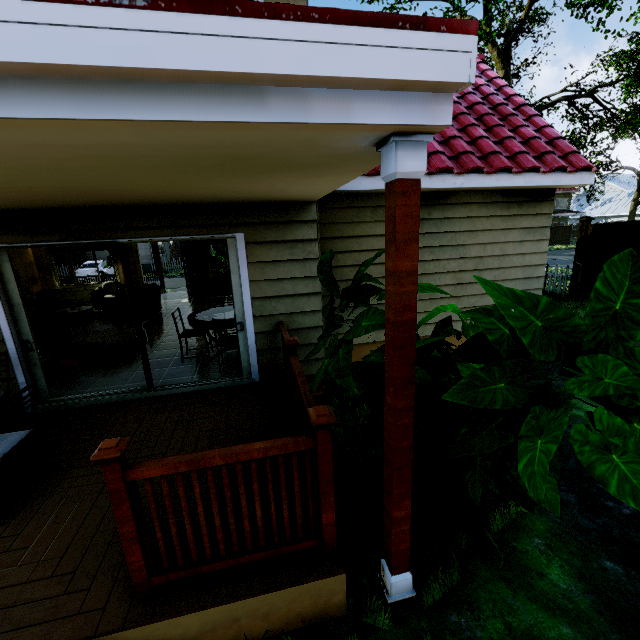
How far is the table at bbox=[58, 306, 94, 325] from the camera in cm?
861

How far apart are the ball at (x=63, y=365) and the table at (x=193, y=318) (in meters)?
1.89

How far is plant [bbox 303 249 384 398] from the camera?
2.13m

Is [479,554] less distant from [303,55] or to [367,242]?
[303,55]

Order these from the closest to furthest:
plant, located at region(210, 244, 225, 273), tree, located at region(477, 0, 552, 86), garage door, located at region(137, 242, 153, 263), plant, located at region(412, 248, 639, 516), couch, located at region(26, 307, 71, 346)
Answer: plant, located at region(412, 248, 639, 516) → couch, located at region(26, 307, 71, 346) → tree, located at region(477, 0, 552, 86) → plant, located at region(210, 244, 225, 273) → garage door, located at region(137, 242, 153, 263)

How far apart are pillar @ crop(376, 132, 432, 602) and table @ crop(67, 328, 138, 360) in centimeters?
556cm

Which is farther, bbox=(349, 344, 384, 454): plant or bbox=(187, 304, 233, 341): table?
bbox=(187, 304, 233, 341): table

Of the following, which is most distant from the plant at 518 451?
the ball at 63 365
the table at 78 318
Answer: the table at 78 318
